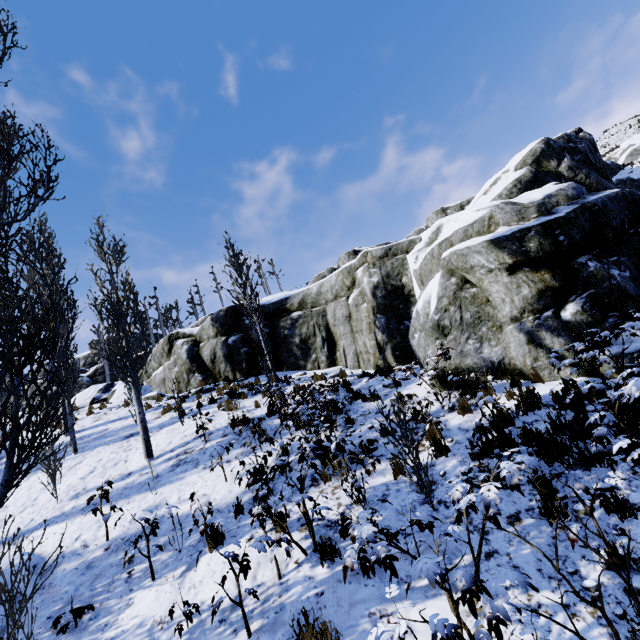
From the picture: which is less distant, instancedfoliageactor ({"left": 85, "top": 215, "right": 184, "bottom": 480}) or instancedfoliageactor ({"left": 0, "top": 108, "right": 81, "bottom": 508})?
instancedfoliageactor ({"left": 0, "top": 108, "right": 81, "bottom": 508})

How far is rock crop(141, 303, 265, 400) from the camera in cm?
1523

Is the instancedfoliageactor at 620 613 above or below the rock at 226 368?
below

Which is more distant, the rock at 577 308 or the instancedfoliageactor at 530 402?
the rock at 577 308

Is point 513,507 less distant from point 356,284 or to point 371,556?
point 371,556

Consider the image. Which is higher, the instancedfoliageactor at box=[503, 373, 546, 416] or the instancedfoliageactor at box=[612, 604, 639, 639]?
the instancedfoliageactor at box=[503, 373, 546, 416]

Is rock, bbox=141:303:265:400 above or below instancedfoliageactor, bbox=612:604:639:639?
above

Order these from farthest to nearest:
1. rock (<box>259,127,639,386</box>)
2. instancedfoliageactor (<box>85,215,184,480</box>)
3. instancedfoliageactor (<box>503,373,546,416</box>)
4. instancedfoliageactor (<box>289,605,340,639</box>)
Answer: instancedfoliageactor (<box>85,215,184,480</box>) → rock (<box>259,127,639,386</box>) → instancedfoliageactor (<box>503,373,546,416</box>) → instancedfoliageactor (<box>289,605,340,639</box>)
